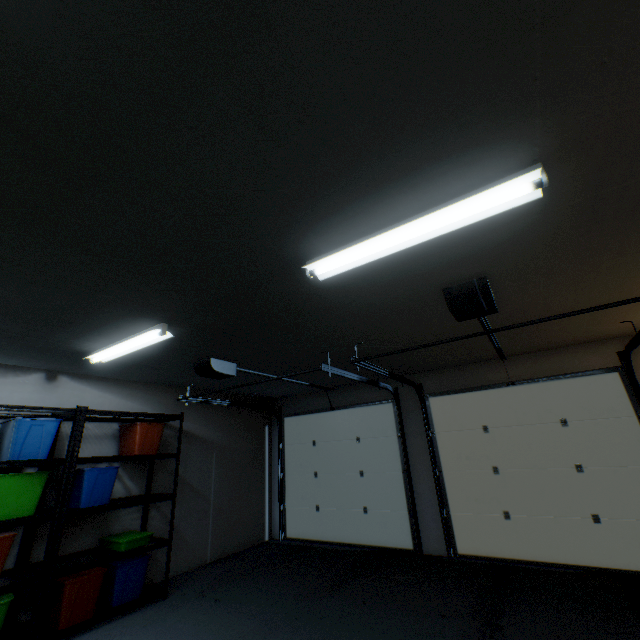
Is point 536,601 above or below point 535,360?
below

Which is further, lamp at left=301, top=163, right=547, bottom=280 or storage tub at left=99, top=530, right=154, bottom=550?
storage tub at left=99, top=530, right=154, bottom=550

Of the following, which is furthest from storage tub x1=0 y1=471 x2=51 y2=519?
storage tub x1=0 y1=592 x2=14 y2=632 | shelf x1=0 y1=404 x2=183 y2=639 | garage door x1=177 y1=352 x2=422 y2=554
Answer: garage door x1=177 y1=352 x2=422 y2=554

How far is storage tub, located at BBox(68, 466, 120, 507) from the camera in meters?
3.2

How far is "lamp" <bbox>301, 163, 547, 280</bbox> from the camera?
1.4m

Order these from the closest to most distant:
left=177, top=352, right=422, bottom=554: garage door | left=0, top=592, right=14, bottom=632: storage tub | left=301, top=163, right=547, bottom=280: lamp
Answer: left=301, top=163, right=547, bottom=280: lamp < left=0, top=592, right=14, bottom=632: storage tub < left=177, top=352, right=422, bottom=554: garage door

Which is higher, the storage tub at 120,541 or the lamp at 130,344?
the lamp at 130,344

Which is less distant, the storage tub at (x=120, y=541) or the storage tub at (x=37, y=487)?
the storage tub at (x=37, y=487)
